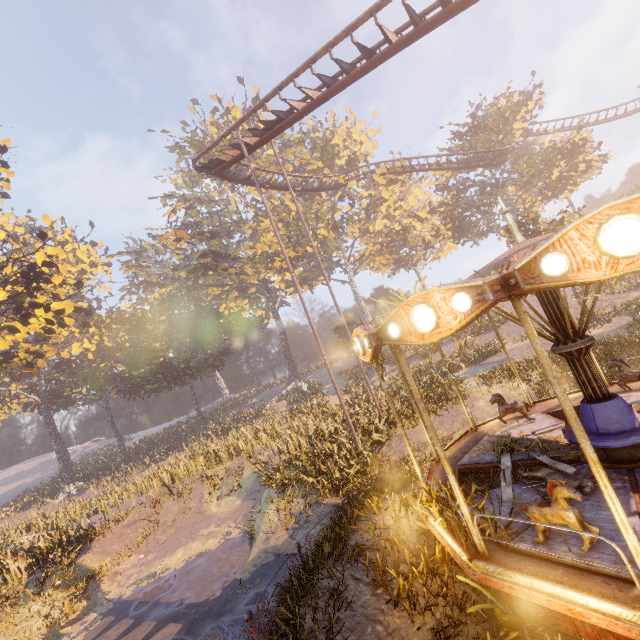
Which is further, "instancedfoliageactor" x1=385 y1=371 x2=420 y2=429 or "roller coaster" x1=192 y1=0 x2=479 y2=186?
"instancedfoliageactor" x1=385 y1=371 x2=420 y2=429

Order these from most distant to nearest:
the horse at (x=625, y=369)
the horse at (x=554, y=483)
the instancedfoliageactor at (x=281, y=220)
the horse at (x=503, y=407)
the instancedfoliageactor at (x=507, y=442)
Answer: the instancedfoliageactor at (x=281, y=220), the horse at (x=503, y=407), the horse at (x=625, y=369), the instancedfoliageactor at (x=507, y=442), the horse at (x=554, y=483)

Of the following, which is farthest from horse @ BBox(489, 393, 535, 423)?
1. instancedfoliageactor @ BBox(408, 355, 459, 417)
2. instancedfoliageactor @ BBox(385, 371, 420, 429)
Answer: instancedfoliageactor @ BBox(408, 355, 459, 417)

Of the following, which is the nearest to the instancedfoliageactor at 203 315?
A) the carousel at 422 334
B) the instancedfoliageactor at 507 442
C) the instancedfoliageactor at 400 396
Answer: the carousel at 422 334

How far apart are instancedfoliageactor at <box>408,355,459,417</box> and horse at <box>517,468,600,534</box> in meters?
13.2

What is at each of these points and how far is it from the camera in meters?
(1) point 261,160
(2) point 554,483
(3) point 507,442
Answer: (1) instancedfoliageactor, 47.0
(2) horse, 4.2
(3) instancedfoliageactor, 7.7

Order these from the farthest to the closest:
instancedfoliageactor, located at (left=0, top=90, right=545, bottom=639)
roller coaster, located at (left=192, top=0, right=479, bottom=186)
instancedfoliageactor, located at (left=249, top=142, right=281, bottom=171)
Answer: instancedfoliageactor, located at (left=249, top=142, right=281, bottom=171) < roller coaster, located at (left=192, top=0, right=479, bottom=186) < instancedfoliageactor, located at (left=0, top=90, right=545, bottom=639)

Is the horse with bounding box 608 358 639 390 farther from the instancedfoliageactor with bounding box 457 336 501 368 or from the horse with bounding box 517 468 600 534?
the instancedfoliageactor with bounding box 457 336 501 368
